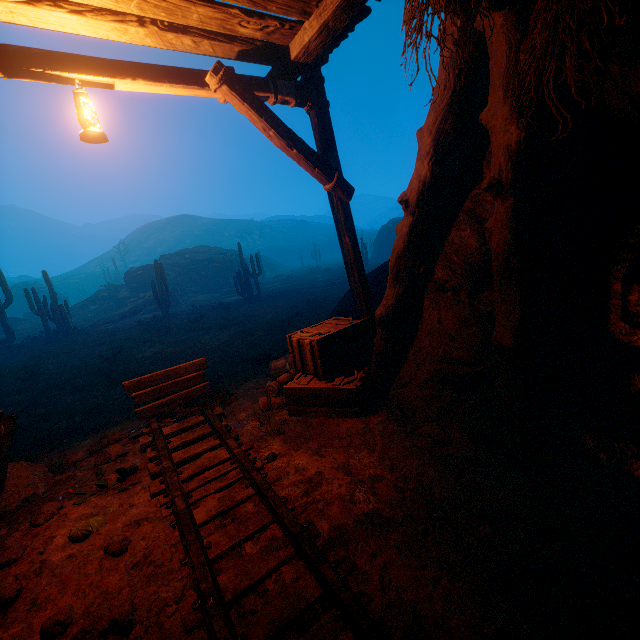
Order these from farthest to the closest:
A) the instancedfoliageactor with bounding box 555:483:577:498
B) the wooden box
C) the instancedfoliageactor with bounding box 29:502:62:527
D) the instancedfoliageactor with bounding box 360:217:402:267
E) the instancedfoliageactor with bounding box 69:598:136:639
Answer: the instancedfoliageactor with bounding box 360:217:402:267 → the wooden box → the instancedfoliageactor with bounding box 29:502:62:527 → the instancedfoliageactor with bounding box 555:483:577:498 → the instancedfoliageactor with bounding box 69:598:136:639

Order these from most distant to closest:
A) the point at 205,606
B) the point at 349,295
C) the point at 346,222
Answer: the point at 349,295 → the point at 346,222 → the point at 205,606

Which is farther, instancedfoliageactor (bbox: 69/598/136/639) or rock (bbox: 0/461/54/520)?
rock (bbox: 0/461/54/520)

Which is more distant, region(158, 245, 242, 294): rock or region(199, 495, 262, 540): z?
region(158, 245, 242, 294): rock

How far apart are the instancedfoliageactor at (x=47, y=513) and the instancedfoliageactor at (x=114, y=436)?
0.9 meters

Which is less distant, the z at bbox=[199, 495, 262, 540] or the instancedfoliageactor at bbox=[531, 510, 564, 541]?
the instancedfoliageactor at bbox=[531, 510, 564, 541]

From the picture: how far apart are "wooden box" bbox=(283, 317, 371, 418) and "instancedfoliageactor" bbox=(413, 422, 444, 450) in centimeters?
76cm

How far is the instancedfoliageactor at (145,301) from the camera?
18.7m
